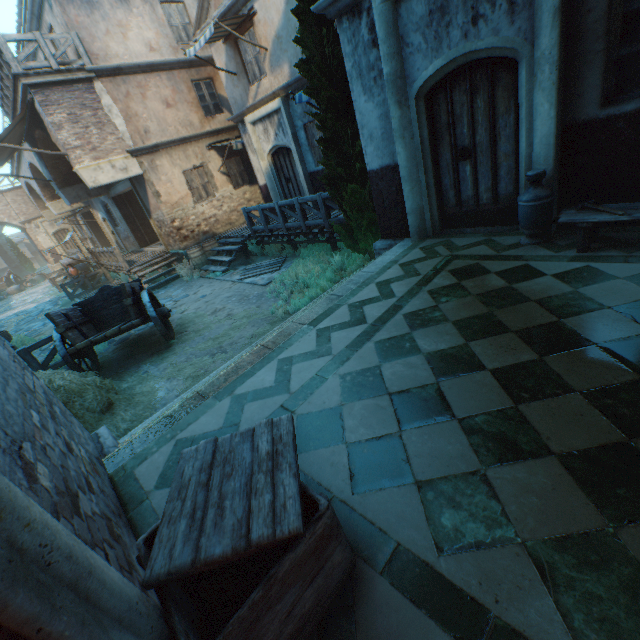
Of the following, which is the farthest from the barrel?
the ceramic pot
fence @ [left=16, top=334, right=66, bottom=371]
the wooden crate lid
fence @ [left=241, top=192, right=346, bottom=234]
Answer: the wooden crate lid

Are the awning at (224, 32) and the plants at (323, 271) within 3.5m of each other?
no

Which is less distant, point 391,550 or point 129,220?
point 391,550

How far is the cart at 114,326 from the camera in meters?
6.8 m

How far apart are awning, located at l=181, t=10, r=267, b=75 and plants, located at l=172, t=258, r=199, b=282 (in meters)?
6.98

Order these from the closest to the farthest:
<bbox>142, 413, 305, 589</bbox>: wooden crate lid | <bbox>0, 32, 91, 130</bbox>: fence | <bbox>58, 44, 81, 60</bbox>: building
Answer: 1. <bbox>142, 413, 305, 589</bbox>: wooden crate lid
2. <bbox>0, 32, 91, 130</bbox>: fence
3. <bbox>58, 44, 81, 60</bbox>: building

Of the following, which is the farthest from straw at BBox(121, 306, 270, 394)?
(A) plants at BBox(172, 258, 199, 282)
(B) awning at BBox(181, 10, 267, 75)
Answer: (B) awning at BBox(181, 10, 267, 75)

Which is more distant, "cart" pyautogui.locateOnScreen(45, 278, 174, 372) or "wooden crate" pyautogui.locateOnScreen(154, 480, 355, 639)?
"cart" pyautogui.locateOnScreen(45, 278, 174, 372)
